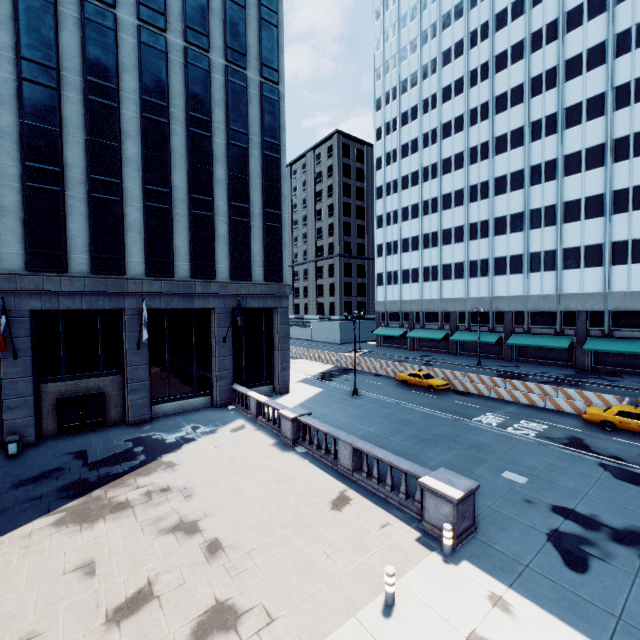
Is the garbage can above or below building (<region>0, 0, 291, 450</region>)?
below

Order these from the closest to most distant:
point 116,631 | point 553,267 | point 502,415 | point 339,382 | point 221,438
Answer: point 116,631, point 221,438, point 502,415, point 339,382, point 553,267

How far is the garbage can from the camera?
17.0m

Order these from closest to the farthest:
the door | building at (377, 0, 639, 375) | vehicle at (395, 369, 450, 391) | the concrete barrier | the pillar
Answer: the pillar
the door
the concrete barrier
vehicle at (395, 369, 450, 391)
building at (377, 0, 639, 375)

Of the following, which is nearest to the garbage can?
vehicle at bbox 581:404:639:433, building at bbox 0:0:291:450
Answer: building at bbox 0:0:291:450

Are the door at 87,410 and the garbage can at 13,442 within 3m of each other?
yes

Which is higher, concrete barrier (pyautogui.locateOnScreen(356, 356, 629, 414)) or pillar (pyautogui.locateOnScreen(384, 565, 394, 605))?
pillar (pyautogui.locateOnScreen(384, 565, 394, 605))

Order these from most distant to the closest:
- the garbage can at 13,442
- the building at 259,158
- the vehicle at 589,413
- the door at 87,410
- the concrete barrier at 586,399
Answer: the concrete barrier at 586,399 → the door at 87,410 → the vehicle at 589,413 → the building at 259,158 → the garbage can at 13,442
